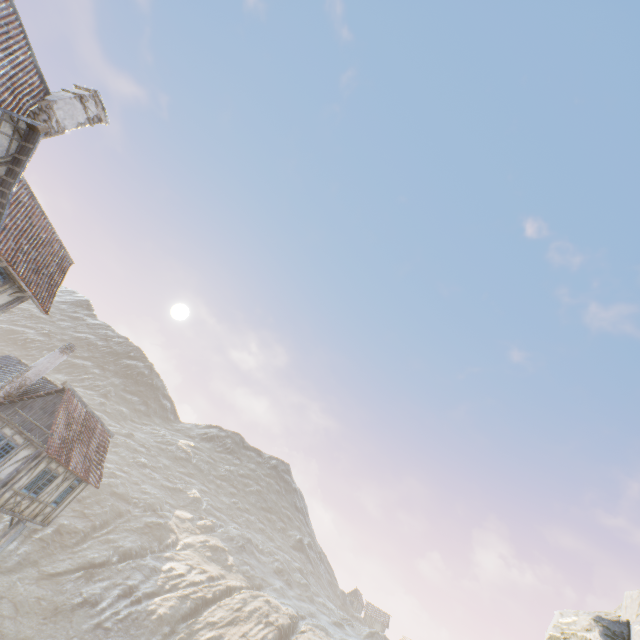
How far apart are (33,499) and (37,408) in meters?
5.0 m

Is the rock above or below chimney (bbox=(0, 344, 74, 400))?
above

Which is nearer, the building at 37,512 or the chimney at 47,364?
the building at 37,512

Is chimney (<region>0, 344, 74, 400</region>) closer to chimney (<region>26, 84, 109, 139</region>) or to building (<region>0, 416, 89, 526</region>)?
building (<region>0, 416, 89, 526</region>)

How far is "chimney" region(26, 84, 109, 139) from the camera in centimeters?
1381cm

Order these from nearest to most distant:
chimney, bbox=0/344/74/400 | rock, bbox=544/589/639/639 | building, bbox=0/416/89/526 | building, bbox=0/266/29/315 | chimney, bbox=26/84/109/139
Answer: building, bbox=0/266/29/315, chimney, bbox=26/84/109/139, rock, bbox=544/589/639/639, building, bbox=0/416/89/526, chimney, bbox=0/344/74/400

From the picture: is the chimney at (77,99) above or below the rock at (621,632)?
above
